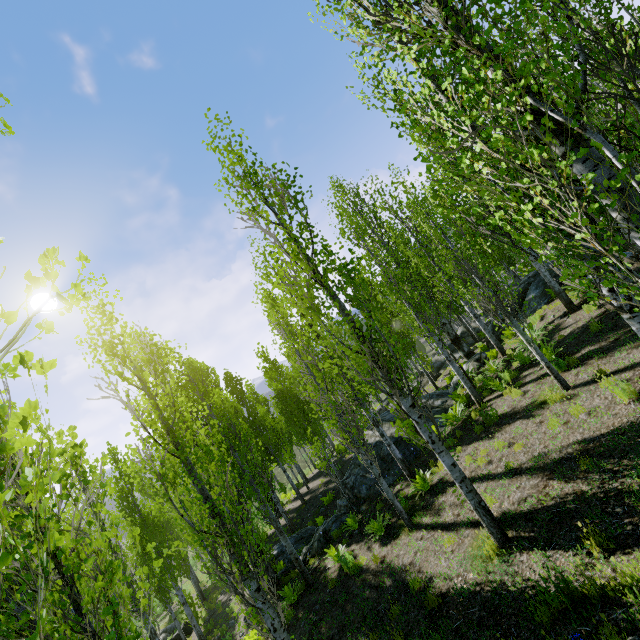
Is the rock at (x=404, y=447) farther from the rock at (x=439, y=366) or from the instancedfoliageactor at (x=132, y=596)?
the rock at (x=439, y=366)

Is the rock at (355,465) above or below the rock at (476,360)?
below

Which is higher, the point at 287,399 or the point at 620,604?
the point at 287,399

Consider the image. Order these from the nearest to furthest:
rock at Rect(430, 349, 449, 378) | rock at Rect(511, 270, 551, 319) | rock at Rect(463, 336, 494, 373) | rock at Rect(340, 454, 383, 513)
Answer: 1. rock at Rect(340, 454, 383, 513)
2. rock at Rect(511, 270, 551, 319)
3. rock at Rect(463, 336, 494, 373)
4. rock at Rect(430, 349, 449, 378)

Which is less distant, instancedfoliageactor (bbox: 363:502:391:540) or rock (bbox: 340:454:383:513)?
instancedfoliageactor (bbox: 363:502:391:540)

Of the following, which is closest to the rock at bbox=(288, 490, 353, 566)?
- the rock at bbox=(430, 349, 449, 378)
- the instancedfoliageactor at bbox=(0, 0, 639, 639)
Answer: the instancedfoliageactor at bbox=(0, 0, 639, 639)
